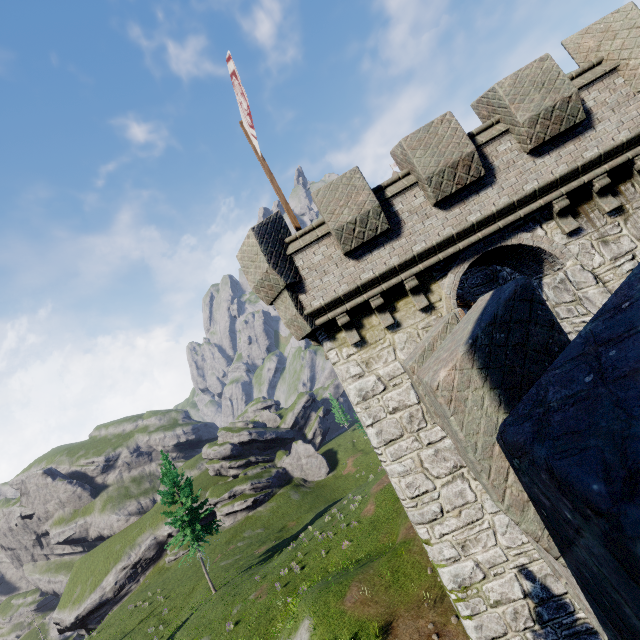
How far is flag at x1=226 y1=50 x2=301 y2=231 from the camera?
8.18m

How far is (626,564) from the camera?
0.7 meters

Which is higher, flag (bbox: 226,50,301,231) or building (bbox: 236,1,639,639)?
flag (bbox: 226,50,301,231)

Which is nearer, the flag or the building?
the building

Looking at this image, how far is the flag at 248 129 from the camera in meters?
8.2 m

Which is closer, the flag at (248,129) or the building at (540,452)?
the building at (540,452)
